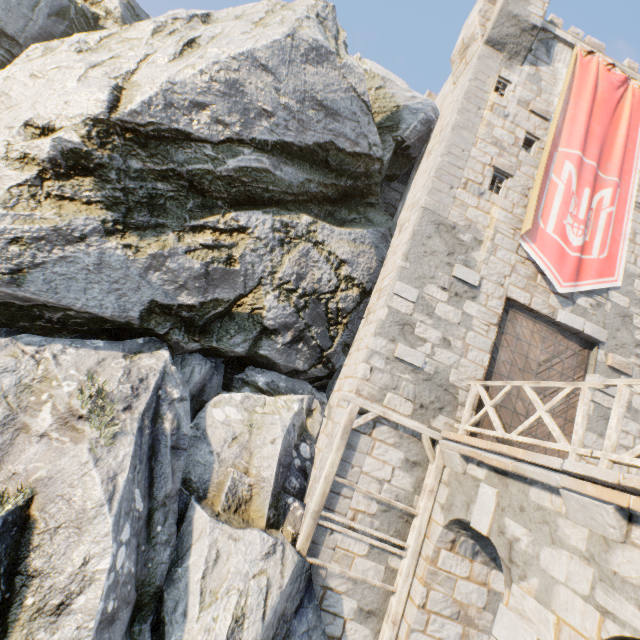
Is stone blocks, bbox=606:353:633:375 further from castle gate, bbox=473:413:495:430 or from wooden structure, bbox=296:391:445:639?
wooden structure, bbox=296:391:445:639

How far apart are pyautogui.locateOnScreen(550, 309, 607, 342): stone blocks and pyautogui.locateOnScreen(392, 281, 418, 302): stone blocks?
4.03m

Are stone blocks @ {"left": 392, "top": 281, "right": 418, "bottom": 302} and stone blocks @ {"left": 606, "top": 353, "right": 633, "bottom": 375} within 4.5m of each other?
no

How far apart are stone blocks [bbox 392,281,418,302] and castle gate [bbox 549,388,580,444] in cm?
221

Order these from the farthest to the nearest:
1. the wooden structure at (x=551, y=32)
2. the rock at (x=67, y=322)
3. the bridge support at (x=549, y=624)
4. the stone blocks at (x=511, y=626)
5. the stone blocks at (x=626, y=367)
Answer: the wooden structure at (x=551, y=32) < the stone blocks at (x=626, y=367) < the rock at (x=67, y=322) < the stone blocks at (x=511, y=626) < the bridge support at (x=549, y=624)

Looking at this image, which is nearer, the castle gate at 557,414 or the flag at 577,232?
the castle gate at 557,414

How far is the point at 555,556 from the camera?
4.2m

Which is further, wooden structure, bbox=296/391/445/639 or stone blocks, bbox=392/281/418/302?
stone blocks, bbox=392/281/418/302
